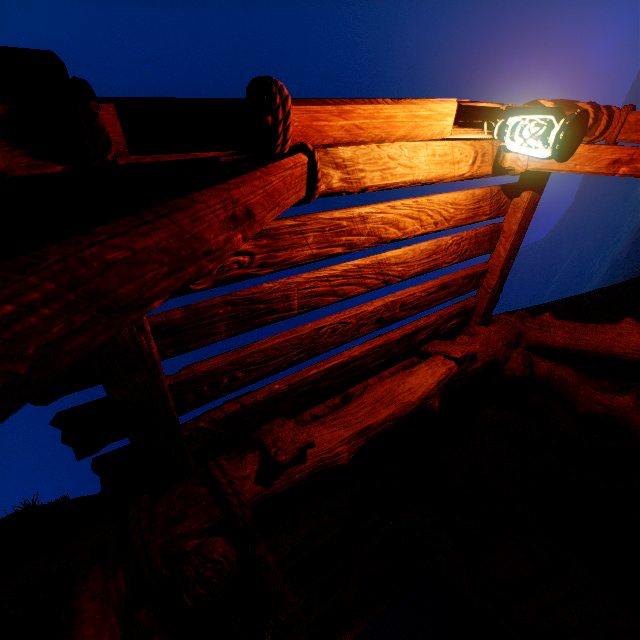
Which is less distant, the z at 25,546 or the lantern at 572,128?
the z at 25,546

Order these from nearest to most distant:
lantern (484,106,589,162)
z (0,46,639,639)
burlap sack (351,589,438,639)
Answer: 1. z (0,46,639,639)
2. lantern (484,106,589,162)
3. burlap sack (351,589,438,639)

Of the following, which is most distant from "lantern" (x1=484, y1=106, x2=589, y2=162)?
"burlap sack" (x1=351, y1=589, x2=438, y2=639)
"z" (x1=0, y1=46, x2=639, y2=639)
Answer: "burlap sack" (x1=351, y1=589, x2=438, y2=639)

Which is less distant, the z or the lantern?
the z

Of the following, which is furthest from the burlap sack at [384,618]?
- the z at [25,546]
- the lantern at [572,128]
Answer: the lantern at [572,128]

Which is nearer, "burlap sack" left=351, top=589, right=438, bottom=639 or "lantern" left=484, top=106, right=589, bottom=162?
"lantern" left=484, top=106, right=589, bottom=162

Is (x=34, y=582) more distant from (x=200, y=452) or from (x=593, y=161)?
(x=593, y=161)

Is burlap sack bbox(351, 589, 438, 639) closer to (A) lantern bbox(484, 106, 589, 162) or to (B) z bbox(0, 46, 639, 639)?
(B) z bbox(0, 46, 639, 639)
